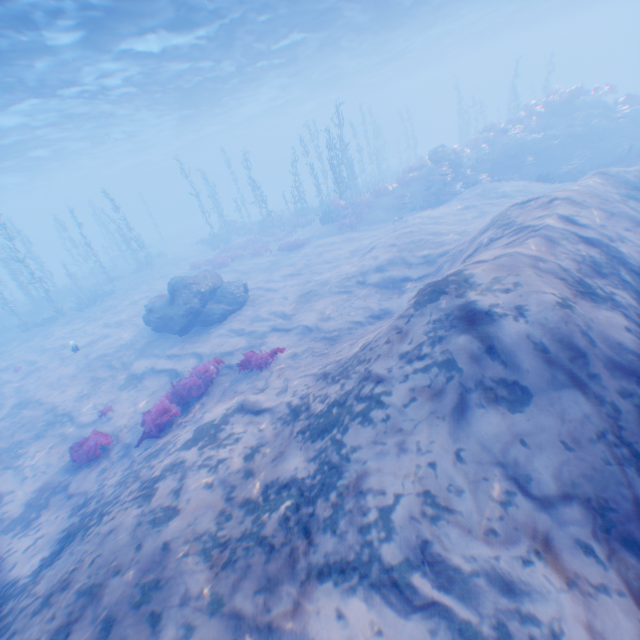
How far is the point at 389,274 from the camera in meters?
12.4

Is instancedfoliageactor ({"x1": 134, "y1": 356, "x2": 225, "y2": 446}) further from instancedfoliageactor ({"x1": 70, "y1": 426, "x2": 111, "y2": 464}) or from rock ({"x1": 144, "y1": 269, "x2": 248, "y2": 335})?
rock ({"x1": 144, "y1": 269, "x2": 248, "y2": 335})

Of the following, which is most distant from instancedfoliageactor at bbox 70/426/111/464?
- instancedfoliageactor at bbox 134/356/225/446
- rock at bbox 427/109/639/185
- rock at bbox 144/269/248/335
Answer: rock at bbox 427/109/639/185

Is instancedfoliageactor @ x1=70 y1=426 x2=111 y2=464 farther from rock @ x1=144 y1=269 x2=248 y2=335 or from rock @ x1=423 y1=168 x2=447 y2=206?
rock @ x1=423 y1=168 x2=447 y2=206

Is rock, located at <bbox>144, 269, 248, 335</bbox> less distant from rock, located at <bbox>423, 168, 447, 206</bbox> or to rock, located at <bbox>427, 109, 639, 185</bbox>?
rock, located at <bbox>427, 109, 639, 185</bbox>

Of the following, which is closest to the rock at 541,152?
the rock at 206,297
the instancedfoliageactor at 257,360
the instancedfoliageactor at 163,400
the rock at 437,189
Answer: the rock at 437,189

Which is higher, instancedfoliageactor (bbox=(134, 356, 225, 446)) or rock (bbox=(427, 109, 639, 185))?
rock (bbox=(427, 109, 639, 185))

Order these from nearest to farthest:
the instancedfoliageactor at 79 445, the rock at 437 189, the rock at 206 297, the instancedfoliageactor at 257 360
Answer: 1. the instancedfoliageactor at 79 445
2. the instancedfoliageactor at 257 360
3. the rock at 206 297
4. the rock at 437 189
